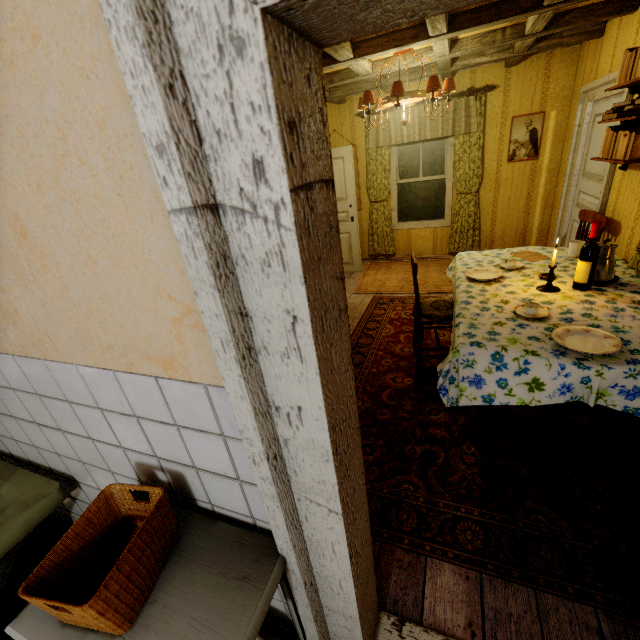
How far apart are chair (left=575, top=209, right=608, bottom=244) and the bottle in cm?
126

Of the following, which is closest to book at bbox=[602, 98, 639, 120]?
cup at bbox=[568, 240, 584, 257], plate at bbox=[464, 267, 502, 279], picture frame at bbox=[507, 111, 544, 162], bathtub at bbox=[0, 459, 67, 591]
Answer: cup at bbox=[568, 240, 584, 257]

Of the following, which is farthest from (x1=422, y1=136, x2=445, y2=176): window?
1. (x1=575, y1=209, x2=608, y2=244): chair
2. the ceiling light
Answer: (x1=575, y1=209, x2=608, y2=244): chair

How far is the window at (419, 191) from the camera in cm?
575

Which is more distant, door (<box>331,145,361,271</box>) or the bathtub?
door (<box>331,145,361,271</box>)

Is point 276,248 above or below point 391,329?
above

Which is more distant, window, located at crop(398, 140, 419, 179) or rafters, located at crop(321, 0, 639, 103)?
window, located at crop(398, 140, 419, 179)

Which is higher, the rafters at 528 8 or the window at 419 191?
the rafters at 528 8
